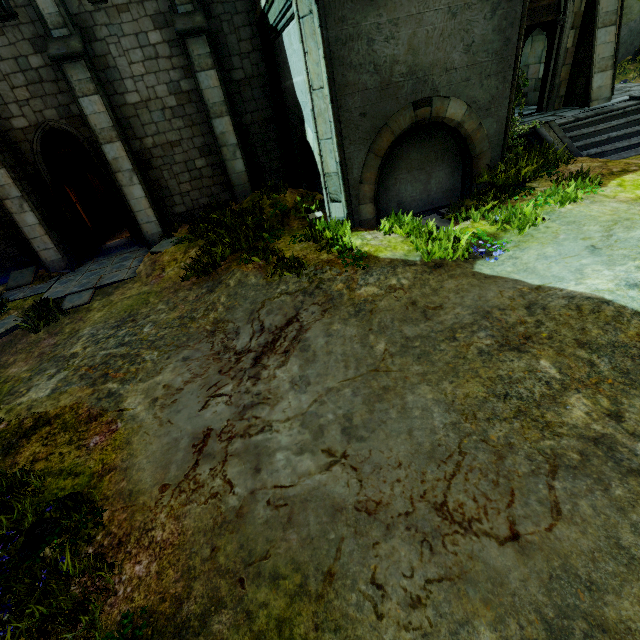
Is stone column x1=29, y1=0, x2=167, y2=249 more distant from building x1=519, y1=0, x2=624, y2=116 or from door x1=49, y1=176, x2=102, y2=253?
building x1=519, y1=0, x2=624, y2=116

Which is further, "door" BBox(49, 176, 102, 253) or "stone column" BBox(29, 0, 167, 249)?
"door" BBox(49, 176, 102, 253)

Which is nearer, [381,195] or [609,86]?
[381,195]

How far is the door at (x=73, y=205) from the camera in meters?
9.8 m

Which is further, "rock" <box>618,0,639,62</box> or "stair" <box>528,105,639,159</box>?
"rock" <box>618,0,639,62</box>

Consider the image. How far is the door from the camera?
9.8 meters

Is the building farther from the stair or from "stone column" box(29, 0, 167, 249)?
"stone column" box(29, 0, 167, 249)

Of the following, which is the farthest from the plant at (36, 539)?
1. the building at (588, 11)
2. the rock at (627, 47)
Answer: the rock at (627, 47)
